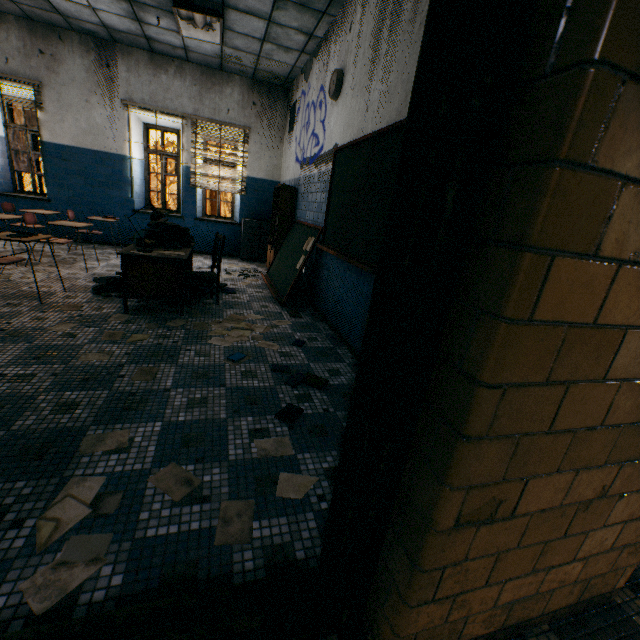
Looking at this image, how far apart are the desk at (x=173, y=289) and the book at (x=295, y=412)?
2.17m

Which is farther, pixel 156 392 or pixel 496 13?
pixel 156 392

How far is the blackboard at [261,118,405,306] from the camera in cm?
294

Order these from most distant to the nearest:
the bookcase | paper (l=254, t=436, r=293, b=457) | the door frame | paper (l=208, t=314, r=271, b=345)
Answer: the bookcase
paper (l=208, t=314, r=271, b=345)
paper (l=254, t=436, r=293, b=457)
the door frame

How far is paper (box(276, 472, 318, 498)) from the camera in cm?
169

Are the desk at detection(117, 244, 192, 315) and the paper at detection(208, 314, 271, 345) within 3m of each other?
yes

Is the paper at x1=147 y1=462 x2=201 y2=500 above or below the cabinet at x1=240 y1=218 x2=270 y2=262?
below

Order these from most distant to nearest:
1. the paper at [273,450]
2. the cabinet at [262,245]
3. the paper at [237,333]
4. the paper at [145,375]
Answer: the cabinet at [262,245] → the paper at [237,333] → the paper at [145,375] → the paper at [273,450]
